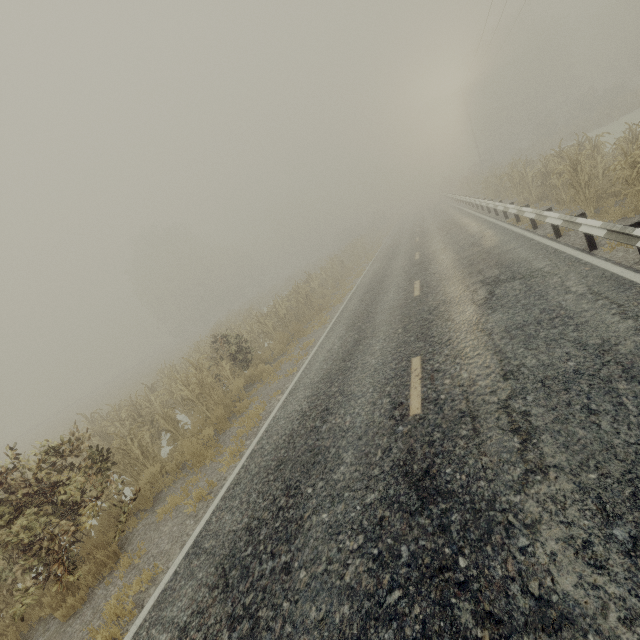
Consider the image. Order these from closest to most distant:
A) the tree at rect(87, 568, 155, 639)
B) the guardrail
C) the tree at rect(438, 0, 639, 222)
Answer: the tree at rect(87, 568, 155, 639) < the guardrail < the tree at rect(438, 0, 639, 222)

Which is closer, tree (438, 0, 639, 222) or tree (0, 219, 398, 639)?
tree (0, 219, 398, 639)

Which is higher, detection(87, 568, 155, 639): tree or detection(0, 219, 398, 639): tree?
detection(0, 219, 398, 639): tree

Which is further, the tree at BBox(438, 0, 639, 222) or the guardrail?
the tree at BBox(438, 0, 639, 222)

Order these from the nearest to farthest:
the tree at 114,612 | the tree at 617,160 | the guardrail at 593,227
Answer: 1. the tree at 114,612
2. the guardrail at 593,227
3. the tree at 617,160

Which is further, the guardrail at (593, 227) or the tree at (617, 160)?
the tree at (617, 160)

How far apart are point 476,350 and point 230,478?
4.95m
